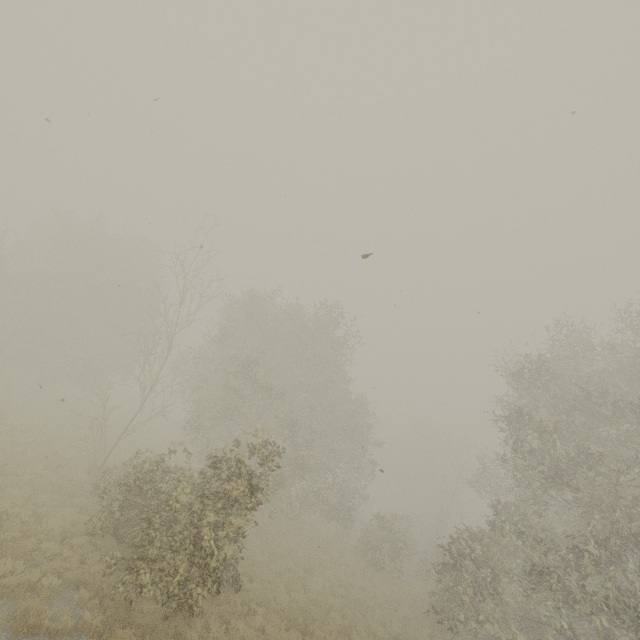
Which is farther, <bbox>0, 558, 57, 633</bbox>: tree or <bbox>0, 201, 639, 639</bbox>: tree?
<bbox>0, 201, 639, 639</bbox>: tree

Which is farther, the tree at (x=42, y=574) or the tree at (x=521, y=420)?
the tree at (x=521, y=420)

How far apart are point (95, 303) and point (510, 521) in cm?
3525
